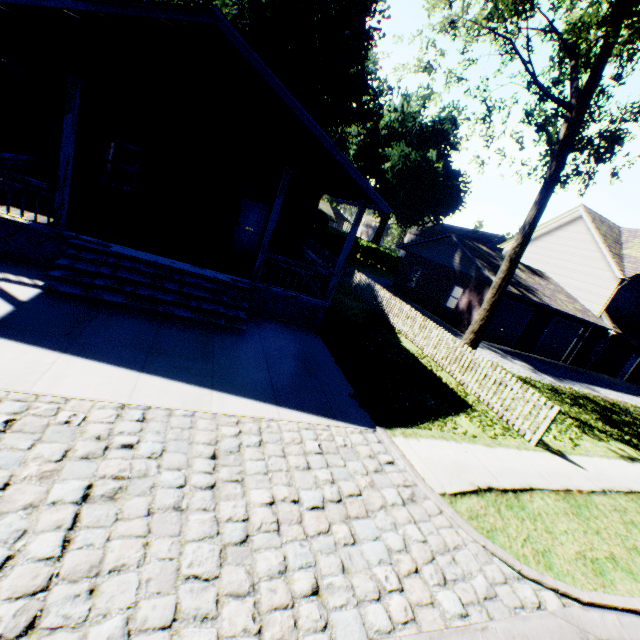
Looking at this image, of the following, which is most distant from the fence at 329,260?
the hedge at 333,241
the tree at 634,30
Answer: the tree at 634,30

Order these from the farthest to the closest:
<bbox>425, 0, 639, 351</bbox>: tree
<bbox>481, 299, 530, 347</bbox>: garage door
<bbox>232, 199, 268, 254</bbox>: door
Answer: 1. <bbox>481, 299, 530, 347</bbox>: garage door
2. <bbox>232, 199, 268, 254</bbox>: door
3. <bbox>425, 0, 639, 351</bbox>: tree

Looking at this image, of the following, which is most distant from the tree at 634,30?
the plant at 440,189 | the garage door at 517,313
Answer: the plant at 440,189

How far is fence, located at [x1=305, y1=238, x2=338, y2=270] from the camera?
24.0 meters

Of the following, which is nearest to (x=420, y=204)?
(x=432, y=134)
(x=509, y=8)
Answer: (x=432, y=134)

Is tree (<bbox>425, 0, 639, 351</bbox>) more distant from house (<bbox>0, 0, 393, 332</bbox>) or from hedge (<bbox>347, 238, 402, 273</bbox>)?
hedge (<bbox>347, 238, 402, 273</bbox>)

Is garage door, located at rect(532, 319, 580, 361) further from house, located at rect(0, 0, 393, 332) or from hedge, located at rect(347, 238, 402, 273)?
house, located at rect(0, 0, 393, 332)

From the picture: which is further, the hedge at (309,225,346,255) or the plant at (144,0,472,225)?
the hedge at (309,225,346,255)
